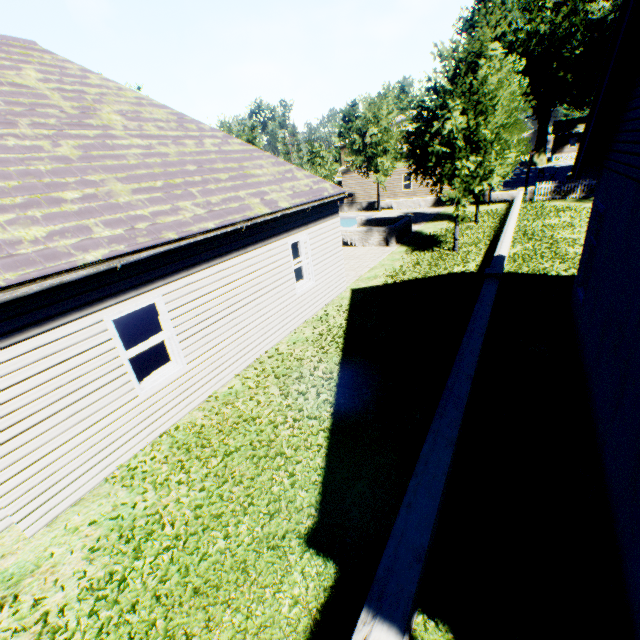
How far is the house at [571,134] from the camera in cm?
5572

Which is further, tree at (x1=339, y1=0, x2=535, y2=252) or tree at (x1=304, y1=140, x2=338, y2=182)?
tree at (x1=304, y1=140, x2=338, y2=182)

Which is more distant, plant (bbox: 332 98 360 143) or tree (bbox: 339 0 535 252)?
plant (bbox: 332 98 360 143)

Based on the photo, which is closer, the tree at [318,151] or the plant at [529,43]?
the tree at [318,151]

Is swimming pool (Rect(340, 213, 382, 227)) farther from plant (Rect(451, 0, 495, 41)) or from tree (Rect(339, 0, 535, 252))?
plant (Rect(451, 0, 495, 41))

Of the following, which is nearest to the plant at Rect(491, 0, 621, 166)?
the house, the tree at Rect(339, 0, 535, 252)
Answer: the tree at Rect(339, 0, 535, 252)

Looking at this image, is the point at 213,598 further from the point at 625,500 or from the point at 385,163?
the point at 385,163

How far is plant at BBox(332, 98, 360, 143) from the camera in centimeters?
5444cm
